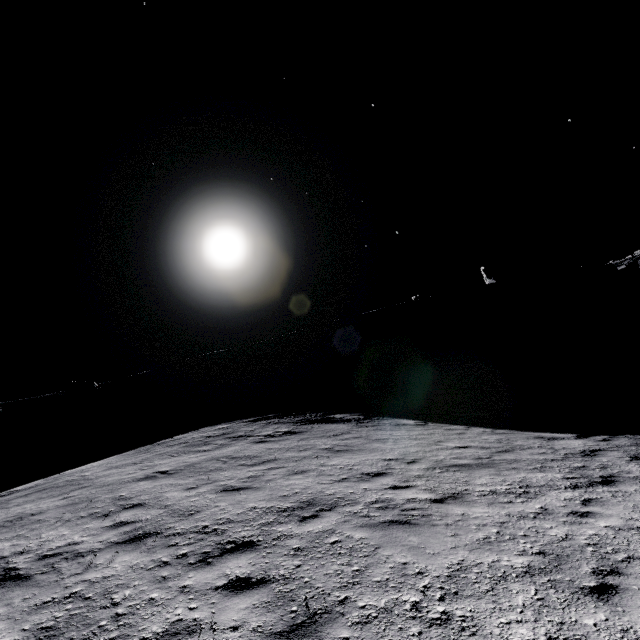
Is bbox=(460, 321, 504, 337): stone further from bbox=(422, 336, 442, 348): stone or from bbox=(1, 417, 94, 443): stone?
bbox=(1, 417, 94, 443): stone

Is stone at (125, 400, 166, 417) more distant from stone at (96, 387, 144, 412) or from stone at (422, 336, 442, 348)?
stone at (422, 336, 442, 348)

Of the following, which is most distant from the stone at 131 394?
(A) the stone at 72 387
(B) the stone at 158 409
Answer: (A) the stone at 72 387

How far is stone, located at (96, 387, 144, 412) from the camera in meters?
54.5

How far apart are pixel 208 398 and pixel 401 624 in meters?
53.4

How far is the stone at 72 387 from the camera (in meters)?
59.19

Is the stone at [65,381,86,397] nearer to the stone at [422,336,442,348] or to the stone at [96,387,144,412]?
the stone at [96,387,144,412]

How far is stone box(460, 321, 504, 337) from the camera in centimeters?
5672cm
